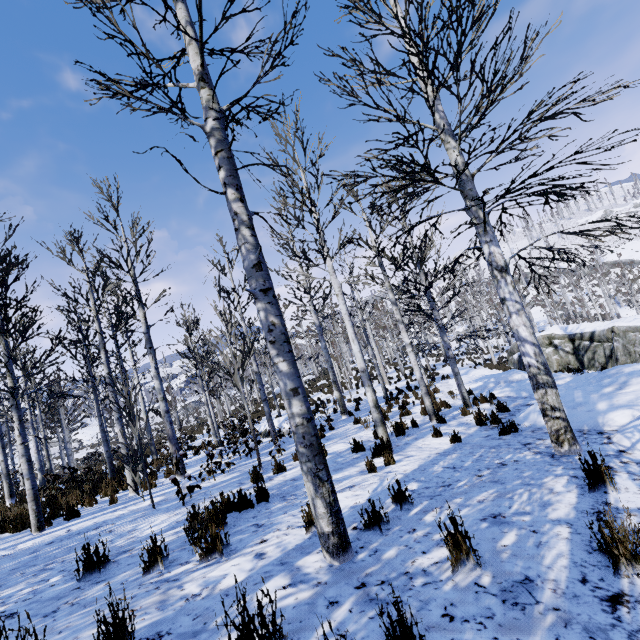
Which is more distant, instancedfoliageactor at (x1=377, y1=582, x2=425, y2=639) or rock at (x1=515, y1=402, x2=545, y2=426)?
rock at (x1=515, y1=402, x2=545, y2=426)

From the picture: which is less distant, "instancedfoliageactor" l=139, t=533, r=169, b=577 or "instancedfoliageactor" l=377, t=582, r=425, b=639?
"instancedfoliageactor" l=377, t=582, r=425, b=639

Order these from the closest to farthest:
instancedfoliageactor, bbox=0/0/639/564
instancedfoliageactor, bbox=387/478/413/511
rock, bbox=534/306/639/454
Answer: instancedfoliageactor, bbox=0/0/639/564 → instancedfoliageactor, bbox=387/478/413/511 → rock, bbox=534/306/639/454

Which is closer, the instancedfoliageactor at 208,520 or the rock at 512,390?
the instancedfoliageactor at 208,520

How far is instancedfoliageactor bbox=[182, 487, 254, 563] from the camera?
3.3 meters

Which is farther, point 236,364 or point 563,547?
point 236,364

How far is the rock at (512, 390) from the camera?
12.9 meters
